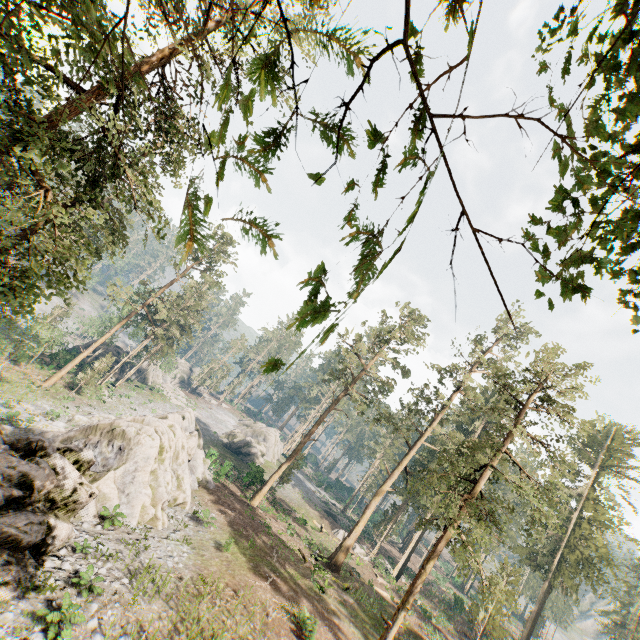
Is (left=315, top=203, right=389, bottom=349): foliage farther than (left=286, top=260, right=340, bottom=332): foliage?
No

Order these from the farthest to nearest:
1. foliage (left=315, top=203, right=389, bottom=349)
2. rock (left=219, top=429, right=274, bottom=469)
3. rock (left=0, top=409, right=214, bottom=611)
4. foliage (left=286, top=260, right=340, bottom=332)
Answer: rock (left=219, top=429, right=274, bottom=469) < rock (left=0, top=409, right=214, bottom=611) < foliage (left=286, top=260, right=340, bottom=332) < foliage (left=315, top=203, right=389, bottom=349)

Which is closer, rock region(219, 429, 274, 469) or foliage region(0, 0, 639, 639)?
foliage region(0, 0, 639, 639)

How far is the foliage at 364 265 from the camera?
0.9 meters

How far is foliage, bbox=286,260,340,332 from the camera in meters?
1.4 m

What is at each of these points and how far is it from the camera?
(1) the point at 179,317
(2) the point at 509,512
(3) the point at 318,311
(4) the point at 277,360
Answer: (1) foliage, 50.5 meters
(2) foliage, 17.6 meters
(3) foliage, 1.4 meters
(4) foliage, 1.4 meters

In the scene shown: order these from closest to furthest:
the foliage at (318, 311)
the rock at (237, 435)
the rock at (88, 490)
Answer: the foliage at (318, 311) → the rock at (88, 490) → the rock at (237, 435)
